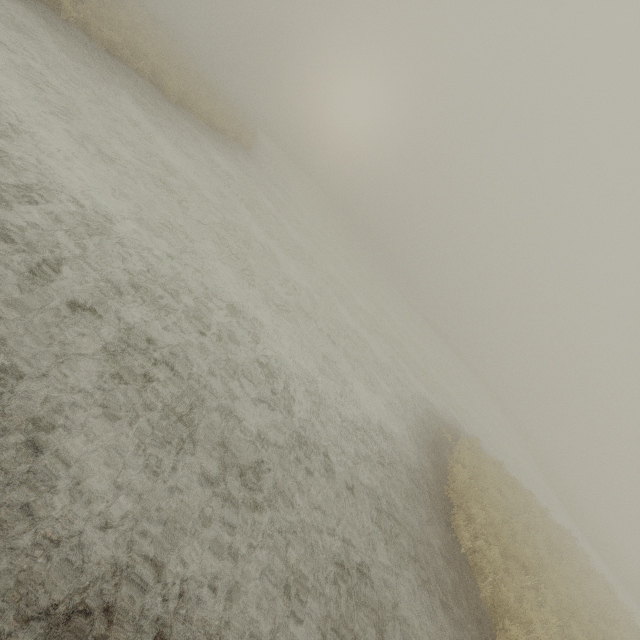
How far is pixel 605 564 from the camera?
24.34m
